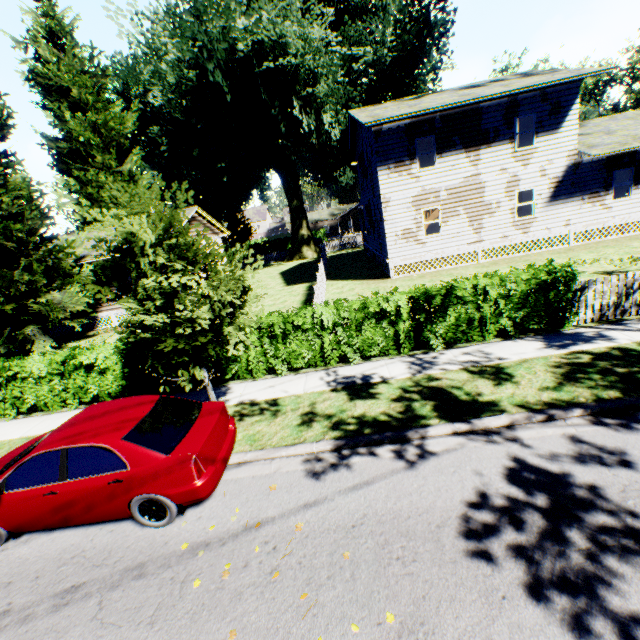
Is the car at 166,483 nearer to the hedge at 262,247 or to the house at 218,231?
the house at 218,231

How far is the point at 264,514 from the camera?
5.0m

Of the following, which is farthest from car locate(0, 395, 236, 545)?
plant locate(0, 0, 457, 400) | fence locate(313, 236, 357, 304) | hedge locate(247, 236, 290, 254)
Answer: hedge locate(247, 236, 290, 254)

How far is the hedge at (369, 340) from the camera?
8.5 meters

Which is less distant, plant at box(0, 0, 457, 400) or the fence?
plant at box(0, 0, 457, 400)

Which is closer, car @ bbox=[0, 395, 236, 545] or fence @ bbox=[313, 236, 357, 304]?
car @ bbox=[0, 395, 236, 545]

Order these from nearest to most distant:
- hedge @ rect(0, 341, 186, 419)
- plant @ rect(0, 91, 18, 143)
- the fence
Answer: hedge @ rect(0, 341, 186, 419)
the fence
plant @ rect(0, 91, 18, 143)

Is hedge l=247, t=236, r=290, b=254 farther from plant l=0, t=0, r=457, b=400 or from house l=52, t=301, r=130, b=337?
house l=52, t=301, r=130, b=337
